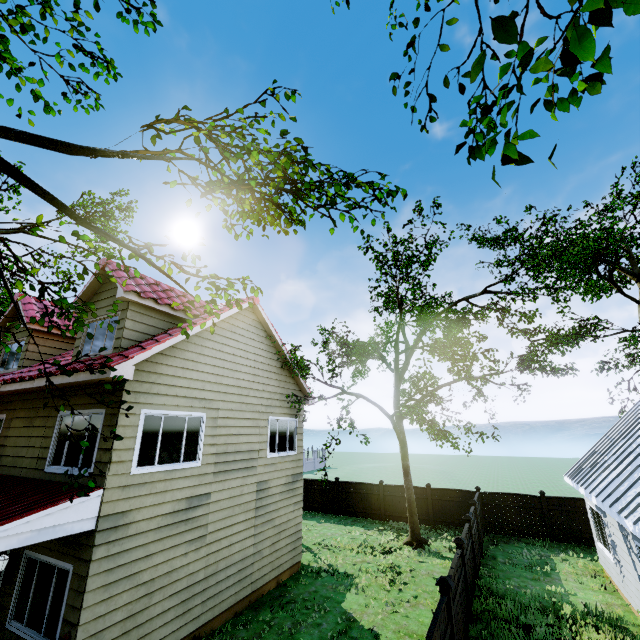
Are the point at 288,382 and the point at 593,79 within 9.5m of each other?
no

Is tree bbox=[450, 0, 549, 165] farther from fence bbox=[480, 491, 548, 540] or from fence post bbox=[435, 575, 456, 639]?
fence post bbox=[435, 575, 456, 639]

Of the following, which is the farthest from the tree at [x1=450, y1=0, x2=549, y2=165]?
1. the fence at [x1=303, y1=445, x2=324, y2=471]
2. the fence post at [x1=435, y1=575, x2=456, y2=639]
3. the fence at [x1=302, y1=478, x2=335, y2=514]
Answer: the fence post at [x1=435, y1=575, x2=456, y2=639]

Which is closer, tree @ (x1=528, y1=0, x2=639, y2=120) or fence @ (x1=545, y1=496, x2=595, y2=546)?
tree @ (x1=528, y1=0, x2=639, y2=120)

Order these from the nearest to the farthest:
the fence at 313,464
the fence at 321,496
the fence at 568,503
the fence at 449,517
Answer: the fence at 449,517 → the fence at 568,503 → the fence at 321,496 → the fence at 313,464

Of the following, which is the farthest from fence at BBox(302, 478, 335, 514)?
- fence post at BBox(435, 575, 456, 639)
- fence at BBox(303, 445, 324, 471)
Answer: fence post at BBox(435, 575, 456, 639)

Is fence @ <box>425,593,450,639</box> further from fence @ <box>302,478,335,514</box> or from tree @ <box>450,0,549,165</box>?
tree @ <box>450,0,549,165</box>

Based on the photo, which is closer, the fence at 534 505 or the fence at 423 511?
the fence at 534 505
